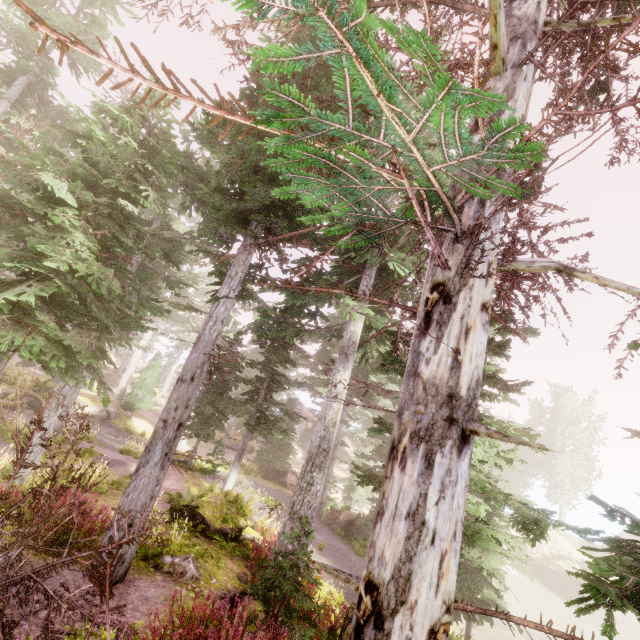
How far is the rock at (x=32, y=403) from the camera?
20.17m

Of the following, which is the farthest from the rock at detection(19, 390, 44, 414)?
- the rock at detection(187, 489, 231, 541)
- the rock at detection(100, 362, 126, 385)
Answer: the rock at detection(100, 362, 126, 385)

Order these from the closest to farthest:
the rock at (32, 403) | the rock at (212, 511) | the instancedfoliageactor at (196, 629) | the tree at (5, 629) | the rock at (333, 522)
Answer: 1. the tree at (5, 629)
2. the instancedfoliageactor at (196, 629)
3. the rock at (212, 511)
4. the rock at (333, 522)
5. the rock at (32, 403)

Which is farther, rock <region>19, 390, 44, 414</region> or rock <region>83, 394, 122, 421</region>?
rock <region>83, 394, 122, 421</region>

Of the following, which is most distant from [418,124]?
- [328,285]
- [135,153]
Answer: [135,153]

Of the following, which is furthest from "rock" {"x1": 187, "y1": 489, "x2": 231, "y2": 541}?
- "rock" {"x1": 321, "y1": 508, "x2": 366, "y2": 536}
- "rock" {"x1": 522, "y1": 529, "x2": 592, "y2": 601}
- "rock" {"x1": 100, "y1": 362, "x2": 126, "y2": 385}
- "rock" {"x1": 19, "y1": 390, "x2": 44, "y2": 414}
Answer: "rock" {"x1": 100, "y1": 362, "x2": 126, "y2": 385}

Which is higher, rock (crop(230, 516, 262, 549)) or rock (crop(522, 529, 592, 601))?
rock (crop(230, 516, 262, 549))

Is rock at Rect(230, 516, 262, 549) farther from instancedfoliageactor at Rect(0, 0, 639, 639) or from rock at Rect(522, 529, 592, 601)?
rock at Rect(522, 529, 592, 601)
